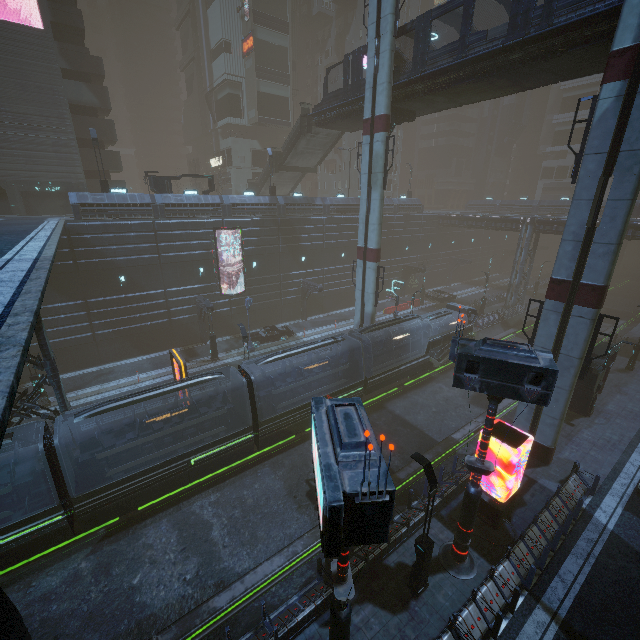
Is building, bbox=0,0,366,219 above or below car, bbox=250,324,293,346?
above

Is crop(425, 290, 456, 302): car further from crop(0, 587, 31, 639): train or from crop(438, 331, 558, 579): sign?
crop(0, 587, 31, 639): train

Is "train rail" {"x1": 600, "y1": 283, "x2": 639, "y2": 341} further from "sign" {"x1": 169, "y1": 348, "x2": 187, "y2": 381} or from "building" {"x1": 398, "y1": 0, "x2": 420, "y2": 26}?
"sign" {"x1": 169, "y1": 348, "x2": 187, "y2": 381}

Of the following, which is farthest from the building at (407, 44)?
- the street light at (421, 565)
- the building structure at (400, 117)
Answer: the building structure at (400, 117)

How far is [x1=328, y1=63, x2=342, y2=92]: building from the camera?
56.16m

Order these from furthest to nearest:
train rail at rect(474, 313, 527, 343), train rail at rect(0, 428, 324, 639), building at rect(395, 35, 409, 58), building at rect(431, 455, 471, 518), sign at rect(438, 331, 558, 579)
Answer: building at rect(395, 35, 409, 58), train rail at rect(474, 313, 527, 343), building at rect(431, 455, 471, 518), train rail at rect(0, 428, 324, 639), sign at rect(438, 331, 558, 579)

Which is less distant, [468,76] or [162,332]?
[468,76]

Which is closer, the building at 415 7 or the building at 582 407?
the building at 582 407
